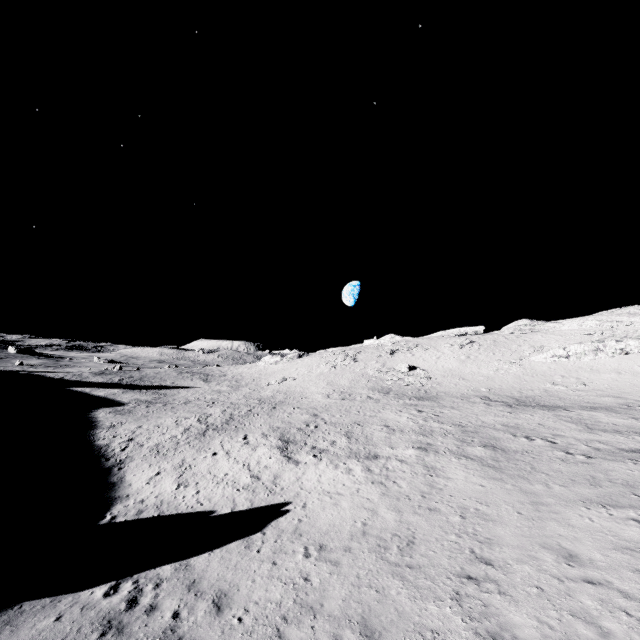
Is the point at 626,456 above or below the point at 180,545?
above
